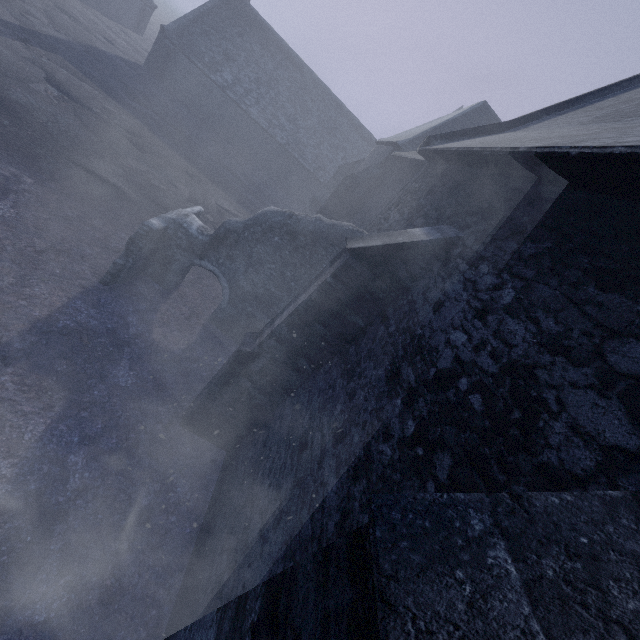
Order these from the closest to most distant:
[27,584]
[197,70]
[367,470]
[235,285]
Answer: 1. [367,470]
2. [27,584]
3. [235,285]
4. [197,70]

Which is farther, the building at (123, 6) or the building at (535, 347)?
the building at (123, 6)

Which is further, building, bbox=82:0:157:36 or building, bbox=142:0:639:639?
building, bbox=82:0:157:36
